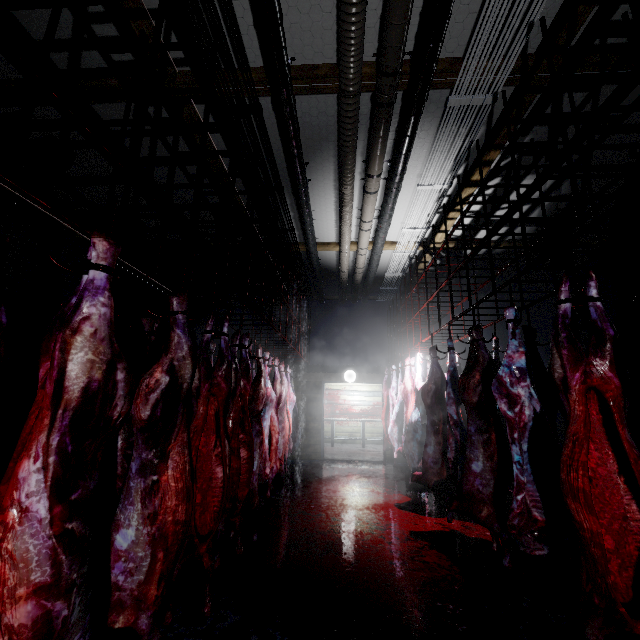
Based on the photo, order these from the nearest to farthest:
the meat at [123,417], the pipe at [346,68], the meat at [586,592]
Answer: the meat at [123,417] → the meat at [586,592] → the pipe at [346,68]

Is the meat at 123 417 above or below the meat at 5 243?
below

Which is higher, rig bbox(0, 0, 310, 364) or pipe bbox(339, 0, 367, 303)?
pipe bbox(339, 0, 367, 303)

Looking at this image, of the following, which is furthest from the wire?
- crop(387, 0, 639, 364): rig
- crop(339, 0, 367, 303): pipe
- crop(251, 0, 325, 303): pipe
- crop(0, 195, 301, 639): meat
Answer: crop(0, 195, 301, 639): meat

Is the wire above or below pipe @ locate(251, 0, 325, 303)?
above

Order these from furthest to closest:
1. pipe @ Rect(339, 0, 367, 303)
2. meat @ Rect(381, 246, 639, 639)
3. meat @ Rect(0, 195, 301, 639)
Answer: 1. pipe @ Rect(339, 0, 367, 303)
2. meat @ Rect(381, 246, 639, 639)
3. meat @ Rect(0, 195, 301, 639)

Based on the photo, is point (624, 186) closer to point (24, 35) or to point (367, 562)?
point (367, 562)

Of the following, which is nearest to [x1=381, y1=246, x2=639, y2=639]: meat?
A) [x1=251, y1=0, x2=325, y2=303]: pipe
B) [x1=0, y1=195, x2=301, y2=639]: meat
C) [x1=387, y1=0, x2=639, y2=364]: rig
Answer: [x1=387, y1=0, x2=639, y2=364]: rig
